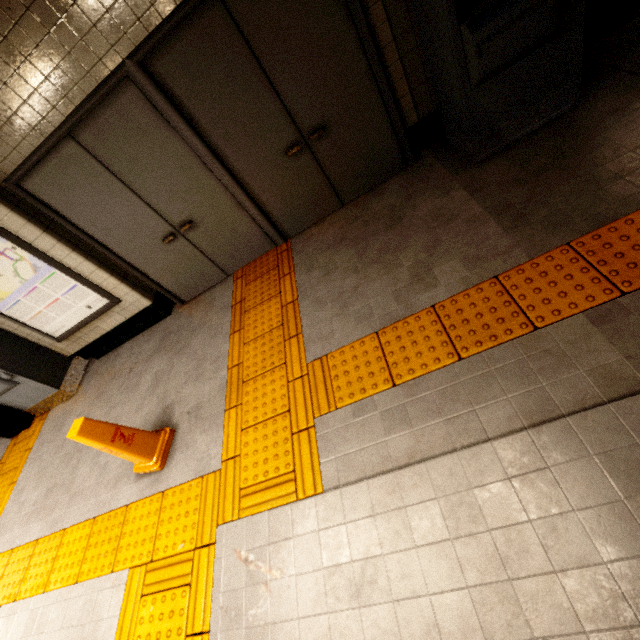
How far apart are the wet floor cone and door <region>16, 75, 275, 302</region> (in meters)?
1.88

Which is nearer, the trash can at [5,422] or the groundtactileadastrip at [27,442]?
the groundtactileadastrip at [27,442]

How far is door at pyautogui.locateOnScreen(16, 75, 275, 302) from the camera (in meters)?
2.88

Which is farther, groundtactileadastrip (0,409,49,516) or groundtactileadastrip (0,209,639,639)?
groundtactileadastrip (0,409,49,516)

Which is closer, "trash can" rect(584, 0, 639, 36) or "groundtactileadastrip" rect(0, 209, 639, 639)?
"groundtactileadastrip" rect(0, 209, 639, 639)

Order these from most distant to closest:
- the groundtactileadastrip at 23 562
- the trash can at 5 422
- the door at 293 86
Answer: the trash can at 5 422, the door at 293 86, the groundtactileadastrip at 23 562

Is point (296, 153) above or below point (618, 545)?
above

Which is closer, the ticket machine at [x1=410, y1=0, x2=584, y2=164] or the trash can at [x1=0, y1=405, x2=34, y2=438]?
the ticket machine at [x1=410, y1=0, x2=584, y2=164]
